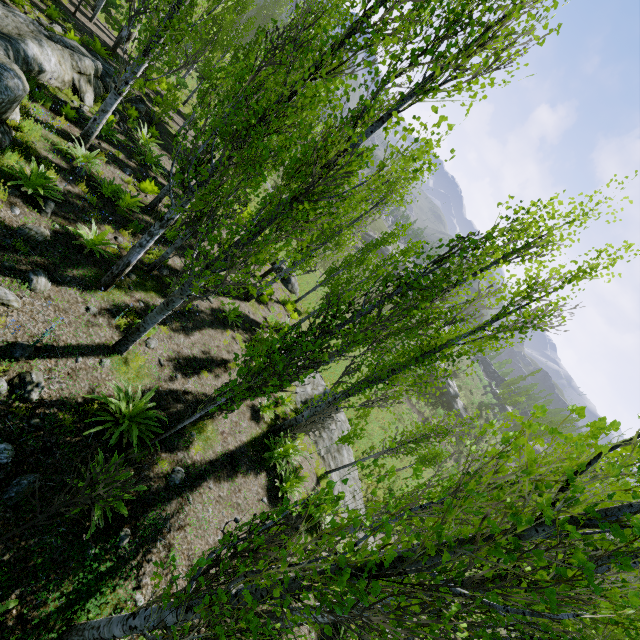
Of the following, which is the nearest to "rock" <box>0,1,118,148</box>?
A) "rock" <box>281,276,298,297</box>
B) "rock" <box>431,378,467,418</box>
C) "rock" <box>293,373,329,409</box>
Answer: A: "rock" <box>293,373,329,409</box>

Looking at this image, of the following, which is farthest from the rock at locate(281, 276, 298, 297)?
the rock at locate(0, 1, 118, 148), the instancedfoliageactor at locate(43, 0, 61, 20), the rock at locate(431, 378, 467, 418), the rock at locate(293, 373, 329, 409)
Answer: the rock at locate(431, 378, 467, 418)

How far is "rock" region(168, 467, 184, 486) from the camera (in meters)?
6.37

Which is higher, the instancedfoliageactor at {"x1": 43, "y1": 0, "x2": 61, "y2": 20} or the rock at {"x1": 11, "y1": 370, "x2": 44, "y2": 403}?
the rock at {"x1": 11, "y1": 370, "x2": 44, "y2": 403}

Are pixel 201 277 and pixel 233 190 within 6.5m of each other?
yes

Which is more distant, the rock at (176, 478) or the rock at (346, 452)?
the rock at (346, 452)

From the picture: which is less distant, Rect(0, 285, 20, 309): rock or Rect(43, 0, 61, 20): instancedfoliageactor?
Rect(0, 285, 20, 309): rock

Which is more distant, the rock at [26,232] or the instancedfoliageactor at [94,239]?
the instancedfoliageactor at [94,239]
